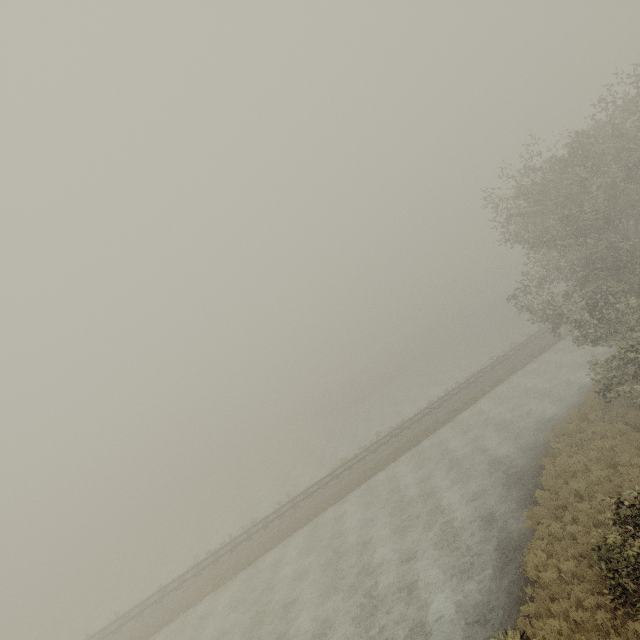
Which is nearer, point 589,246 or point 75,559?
point 589,246
